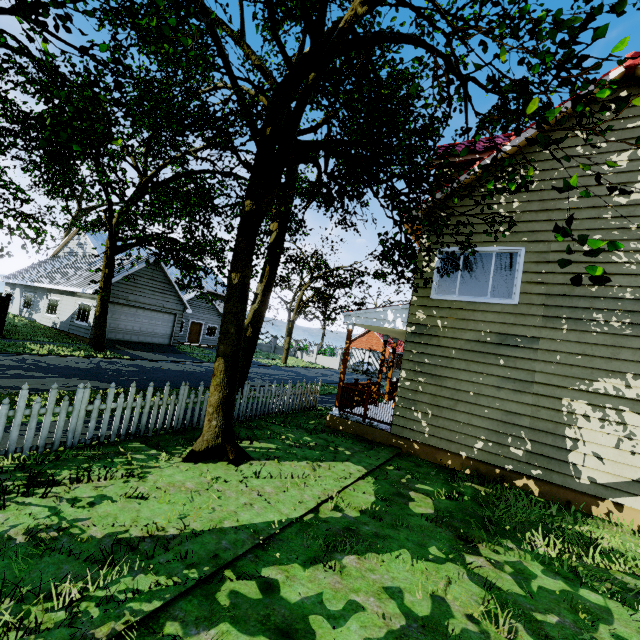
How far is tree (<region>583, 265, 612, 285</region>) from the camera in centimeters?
183cm

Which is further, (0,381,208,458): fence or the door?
the door

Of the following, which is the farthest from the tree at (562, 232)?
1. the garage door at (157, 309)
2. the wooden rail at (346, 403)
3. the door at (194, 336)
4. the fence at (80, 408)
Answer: the door at (194, 336)

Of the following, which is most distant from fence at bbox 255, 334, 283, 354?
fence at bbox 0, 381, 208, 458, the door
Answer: fence at bbox 0, 381, 208, 458

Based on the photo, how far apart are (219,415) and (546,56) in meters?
6.3 m

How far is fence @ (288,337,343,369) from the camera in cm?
3725

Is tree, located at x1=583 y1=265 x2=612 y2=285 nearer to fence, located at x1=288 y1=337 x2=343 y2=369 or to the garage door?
the garage door

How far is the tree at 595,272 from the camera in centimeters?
183cm
